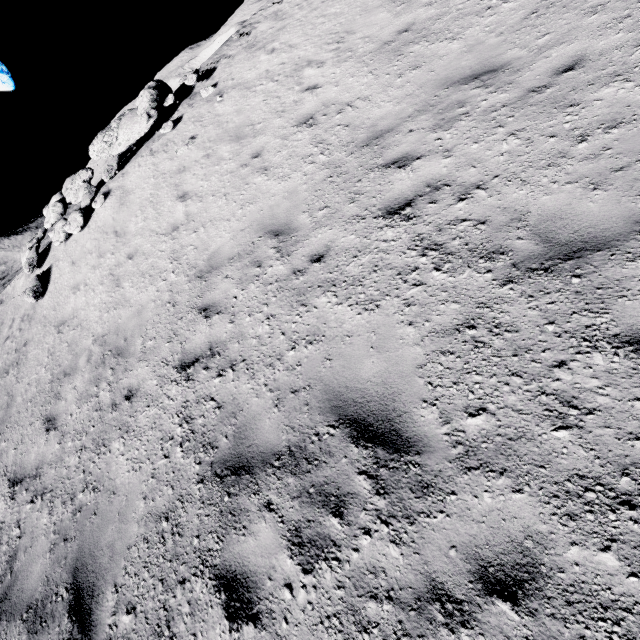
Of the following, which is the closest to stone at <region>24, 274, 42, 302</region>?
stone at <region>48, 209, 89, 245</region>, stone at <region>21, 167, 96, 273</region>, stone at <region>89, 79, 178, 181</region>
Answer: stone at <region>48, 209, 89, 245</region>

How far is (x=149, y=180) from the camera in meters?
9.6

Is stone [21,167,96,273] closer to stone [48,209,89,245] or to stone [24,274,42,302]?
stone [48,209,89,245]

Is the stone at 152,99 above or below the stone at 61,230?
above

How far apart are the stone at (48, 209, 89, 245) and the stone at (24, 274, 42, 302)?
1.1 meters

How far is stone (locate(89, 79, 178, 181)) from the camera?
10.7 meters

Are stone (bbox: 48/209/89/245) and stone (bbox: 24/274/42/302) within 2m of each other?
yes

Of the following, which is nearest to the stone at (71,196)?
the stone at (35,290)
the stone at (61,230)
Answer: the stone at (61,230)
